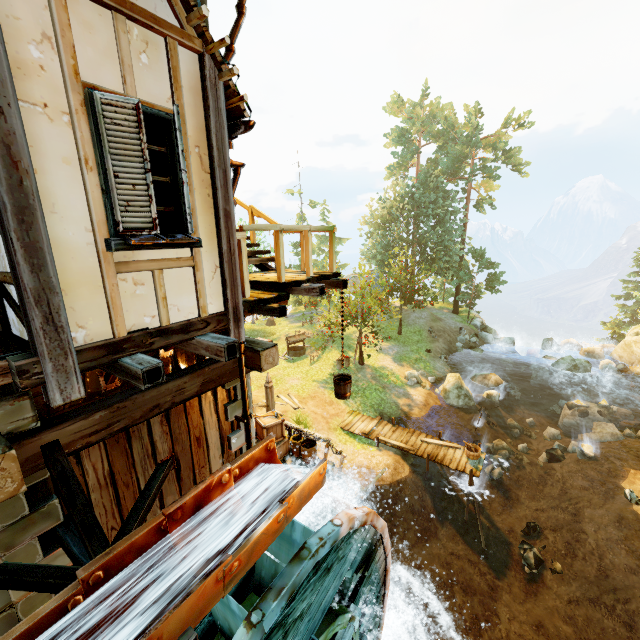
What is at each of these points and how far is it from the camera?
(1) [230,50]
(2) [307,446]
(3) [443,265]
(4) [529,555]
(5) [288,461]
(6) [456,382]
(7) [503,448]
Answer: (1) drain pipe, 5.50m
(2) basket, 11.50m
(3) tree, 35.25m
(4) rock, 12.27m
(5) wooden platform, 11.37m
(6) rock, 20.14m
(7) rock, 17.23m

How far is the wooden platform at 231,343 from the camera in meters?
3.6 m

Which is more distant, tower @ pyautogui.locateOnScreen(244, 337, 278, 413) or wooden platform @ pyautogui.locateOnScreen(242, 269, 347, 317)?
tower @ pyautogui.locateOnScreen(244, 337, 278, 413)

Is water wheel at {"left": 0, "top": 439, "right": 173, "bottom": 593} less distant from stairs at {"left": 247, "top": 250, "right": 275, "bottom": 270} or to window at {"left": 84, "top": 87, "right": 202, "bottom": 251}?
window at {"left": 84, "top": 87, "right": 202, "bottom": 251}

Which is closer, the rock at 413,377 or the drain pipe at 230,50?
the drain pipe at 230,50

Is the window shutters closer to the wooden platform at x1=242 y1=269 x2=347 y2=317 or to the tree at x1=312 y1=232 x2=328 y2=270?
the wooden platform at x1=242 y1=269 x2=347 y2=317

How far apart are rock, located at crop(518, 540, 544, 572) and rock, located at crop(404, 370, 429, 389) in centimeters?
986cm

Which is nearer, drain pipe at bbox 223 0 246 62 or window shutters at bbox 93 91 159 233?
window shutters at bbox 93 91 159 233
